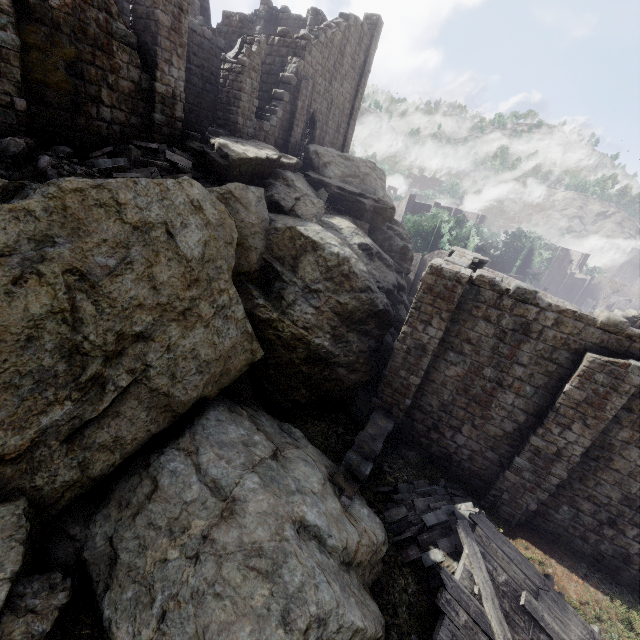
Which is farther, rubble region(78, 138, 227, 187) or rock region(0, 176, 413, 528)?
rubble region(78, 138, 227, 187)

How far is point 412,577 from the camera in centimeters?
845cm

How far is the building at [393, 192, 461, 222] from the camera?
52.40m

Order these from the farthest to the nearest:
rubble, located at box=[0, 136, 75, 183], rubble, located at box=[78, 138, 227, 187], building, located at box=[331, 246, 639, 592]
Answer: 1. rubble, located at box=[78, 138, 227, 187]
2. building, located at box=[331, 246, 639, 592]
3. rubble, located at box=[0, 136, 75, 183]

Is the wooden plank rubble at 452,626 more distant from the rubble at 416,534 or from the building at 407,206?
the building at 407,206

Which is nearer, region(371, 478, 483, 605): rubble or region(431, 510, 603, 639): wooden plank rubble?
region(431, 510, 603, 639): wooden plank rubble

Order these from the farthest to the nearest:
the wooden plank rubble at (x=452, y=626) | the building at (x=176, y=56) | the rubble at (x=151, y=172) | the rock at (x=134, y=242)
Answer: the rubble at (x=151, y=172), the building at (x=176, y=56), the wooden plank rubble at (x=452, y=626), the rock at (x=134, y=242)

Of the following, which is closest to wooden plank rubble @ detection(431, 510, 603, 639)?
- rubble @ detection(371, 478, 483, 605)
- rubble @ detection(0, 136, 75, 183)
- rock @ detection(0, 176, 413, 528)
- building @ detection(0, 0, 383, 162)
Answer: rubble @ detection(371, 478, 483, 605)
